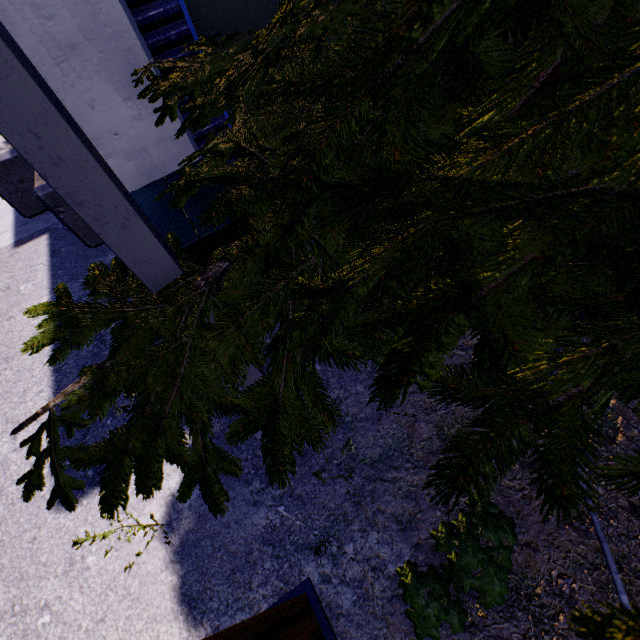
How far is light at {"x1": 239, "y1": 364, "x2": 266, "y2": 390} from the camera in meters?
2.3

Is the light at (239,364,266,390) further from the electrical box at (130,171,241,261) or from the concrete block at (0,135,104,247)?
the concrete block at (0,135,104,247)

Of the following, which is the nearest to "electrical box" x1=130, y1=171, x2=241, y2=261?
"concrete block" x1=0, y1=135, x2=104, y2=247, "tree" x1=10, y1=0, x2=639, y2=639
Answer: "tree" x1=10, y1=0, x2=639, y2=639

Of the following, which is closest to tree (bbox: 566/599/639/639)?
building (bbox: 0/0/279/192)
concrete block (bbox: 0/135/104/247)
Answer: building (bbox: 0/0/279/192)

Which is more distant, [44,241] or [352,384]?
[44,241]

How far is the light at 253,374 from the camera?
2.33m

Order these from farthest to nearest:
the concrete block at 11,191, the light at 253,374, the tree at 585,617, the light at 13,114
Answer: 1. the concrete block at 11,191
2. the light at 253,374
3. the light at 13,114
4. the tree at 585,617

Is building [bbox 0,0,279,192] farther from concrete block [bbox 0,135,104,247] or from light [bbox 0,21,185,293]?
light [bbox 0,21,185,293]
